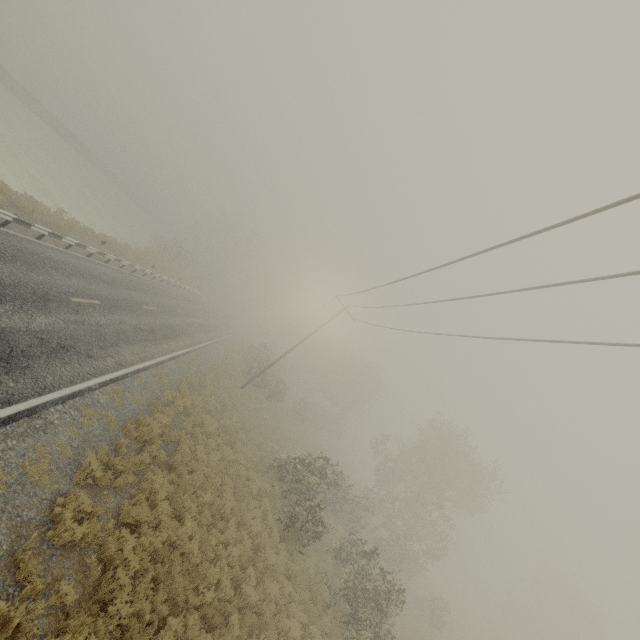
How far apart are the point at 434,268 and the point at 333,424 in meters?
45.7
